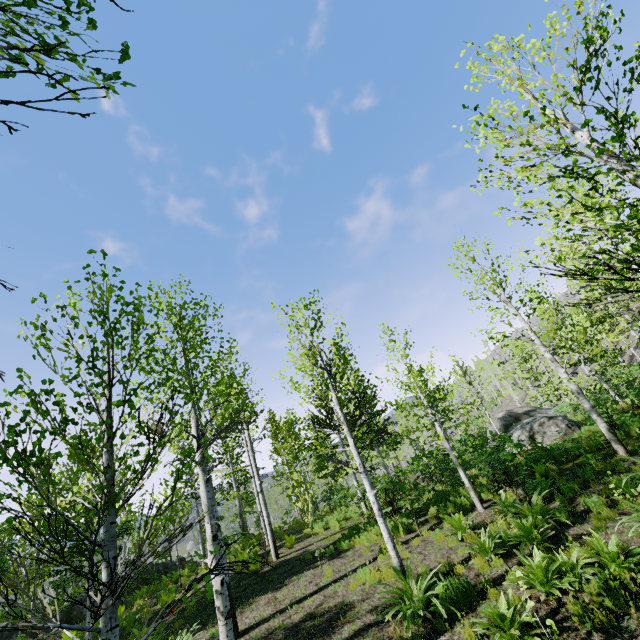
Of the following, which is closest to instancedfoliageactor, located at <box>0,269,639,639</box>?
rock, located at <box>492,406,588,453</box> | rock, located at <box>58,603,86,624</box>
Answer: rock, located at <box>58,603,86,624</box>

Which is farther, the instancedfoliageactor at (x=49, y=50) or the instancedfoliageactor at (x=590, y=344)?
the instancedfoliageactor at (x=590, y=344)

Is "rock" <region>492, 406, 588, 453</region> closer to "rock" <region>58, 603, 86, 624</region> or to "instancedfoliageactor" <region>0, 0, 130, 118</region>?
"instancedfoliageactor" <region>0, 0, 130, 118</region>

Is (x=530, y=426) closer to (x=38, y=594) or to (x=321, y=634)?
(x=321, y=634)

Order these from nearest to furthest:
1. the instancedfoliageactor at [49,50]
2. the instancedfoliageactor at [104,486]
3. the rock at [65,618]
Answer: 1. the instancedfoliageactor at [49,50]
2. the instancedfoliageactor at [104,486]
3. the rock at [65,618]

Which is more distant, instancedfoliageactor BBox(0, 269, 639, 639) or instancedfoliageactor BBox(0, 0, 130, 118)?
instancedfoliageactor BBox(0, 269, 639, 639)

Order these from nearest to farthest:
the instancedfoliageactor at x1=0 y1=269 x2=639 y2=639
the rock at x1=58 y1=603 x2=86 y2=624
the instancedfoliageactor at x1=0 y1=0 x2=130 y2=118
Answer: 1. the instancedfoliageactor at x1=0 y1=0 x2=130 y2=118
2. the instancedfoliageactor at x1=0 y1=269 x2=639 y2=639
3. the rock at x1=58 y1=603 x2=86 y2=624

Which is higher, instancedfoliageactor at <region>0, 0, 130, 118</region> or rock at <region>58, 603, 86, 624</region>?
instancedfoliageactor at <region>0, 0, 130, 118</region>
